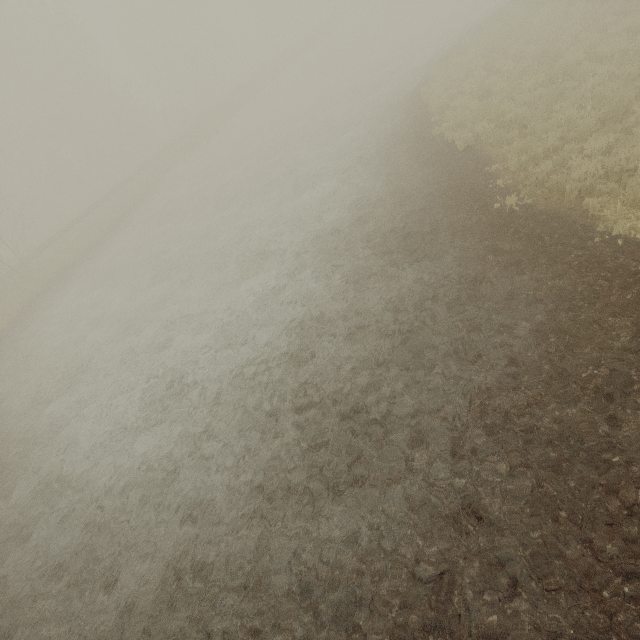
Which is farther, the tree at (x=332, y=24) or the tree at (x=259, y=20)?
the tree at (x=259, y=20)

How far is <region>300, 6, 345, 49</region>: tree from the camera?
46.9 meters

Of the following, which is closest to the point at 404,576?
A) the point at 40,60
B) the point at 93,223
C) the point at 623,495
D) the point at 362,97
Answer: the point at 623,495

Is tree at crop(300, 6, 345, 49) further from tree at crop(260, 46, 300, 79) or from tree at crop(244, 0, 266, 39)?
tree at crop(244, 0, 266, 39)

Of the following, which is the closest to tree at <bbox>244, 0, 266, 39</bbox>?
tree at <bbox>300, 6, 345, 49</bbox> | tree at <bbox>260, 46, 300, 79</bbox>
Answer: tree at <bbox>300, 6, 345, 49</bbox>

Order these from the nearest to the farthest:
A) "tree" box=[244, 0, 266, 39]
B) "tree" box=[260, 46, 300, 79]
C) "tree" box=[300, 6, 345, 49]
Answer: "tree" box=[260, 46, 300, 79], "tree" box=[300, 6, 345, 49], "tree" box=[244, 0, 266, 39]

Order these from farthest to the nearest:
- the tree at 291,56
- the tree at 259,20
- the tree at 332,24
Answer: the tree at 259,20 < the tree at 332,24 < the tree at 291,56
